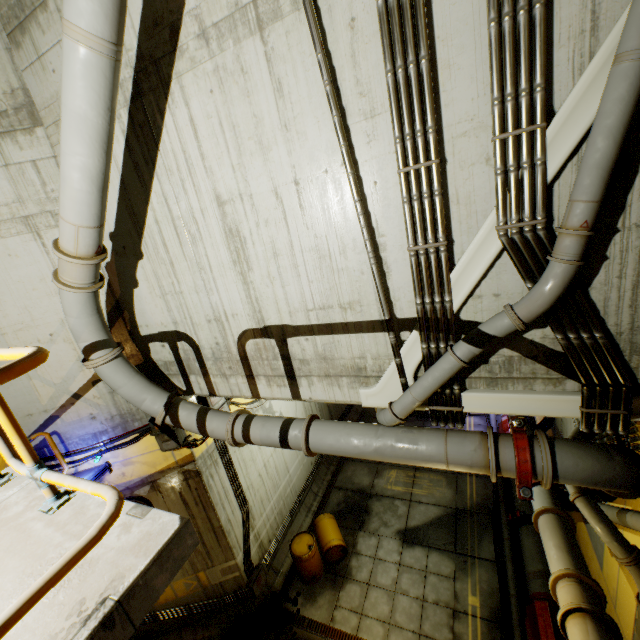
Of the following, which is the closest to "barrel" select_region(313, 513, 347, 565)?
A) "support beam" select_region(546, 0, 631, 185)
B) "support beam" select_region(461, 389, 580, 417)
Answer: "support beam" select_region(461, 389, 580, 417)

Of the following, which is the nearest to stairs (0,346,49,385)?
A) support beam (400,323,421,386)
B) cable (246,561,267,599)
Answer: support beam (400,323,421,386)

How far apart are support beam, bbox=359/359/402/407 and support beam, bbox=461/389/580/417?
0.2m

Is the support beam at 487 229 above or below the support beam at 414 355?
above

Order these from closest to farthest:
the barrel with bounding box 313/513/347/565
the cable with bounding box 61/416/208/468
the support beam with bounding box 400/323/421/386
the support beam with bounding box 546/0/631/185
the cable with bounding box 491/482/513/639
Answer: the support beam with bounding box 546/0/631/185 → the support beam with bounding box 400/323/421/386 → the cable with bounding box 61/416/208/468 → the cable with bounding box 491/482/513/639 → the barrel with bounding box 313/513/347/565

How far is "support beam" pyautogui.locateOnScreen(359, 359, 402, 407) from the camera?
4.4 meters

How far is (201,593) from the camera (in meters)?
8.59

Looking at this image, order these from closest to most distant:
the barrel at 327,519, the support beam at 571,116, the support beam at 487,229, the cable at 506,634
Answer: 1. the support beam at 571,116
2. the support beam at 487,229
3. the cable at 506,634
4. the barrel at 327,519
